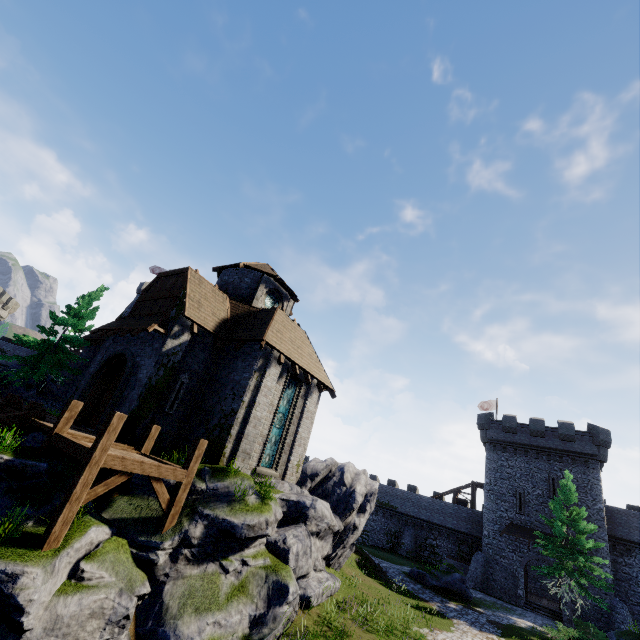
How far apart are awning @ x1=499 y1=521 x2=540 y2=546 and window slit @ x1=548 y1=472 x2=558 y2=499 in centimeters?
273cm

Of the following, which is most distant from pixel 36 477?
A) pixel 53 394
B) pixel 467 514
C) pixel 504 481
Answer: pixel 467 514

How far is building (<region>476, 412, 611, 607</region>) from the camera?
30.08m

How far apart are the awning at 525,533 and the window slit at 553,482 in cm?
273

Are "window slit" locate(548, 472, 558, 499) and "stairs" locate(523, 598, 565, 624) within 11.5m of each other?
yes

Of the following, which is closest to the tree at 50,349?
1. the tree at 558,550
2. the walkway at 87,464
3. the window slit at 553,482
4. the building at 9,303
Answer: the walkway at 87,464

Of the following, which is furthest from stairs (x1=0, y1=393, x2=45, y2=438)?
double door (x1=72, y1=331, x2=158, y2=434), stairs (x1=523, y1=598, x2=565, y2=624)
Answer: stairs (x1=523, y1=598, x2=565, y2=624)

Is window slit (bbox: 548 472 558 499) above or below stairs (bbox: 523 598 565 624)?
above
